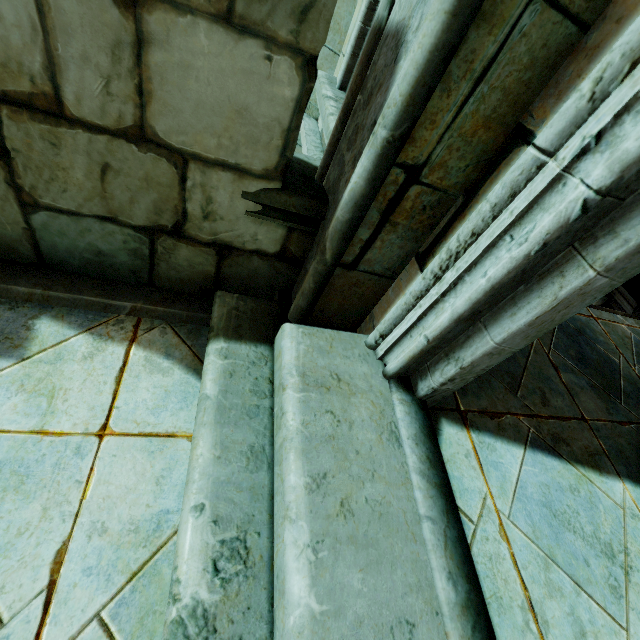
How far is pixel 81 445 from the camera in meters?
1.2 m

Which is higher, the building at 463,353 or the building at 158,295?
the building at 463,353

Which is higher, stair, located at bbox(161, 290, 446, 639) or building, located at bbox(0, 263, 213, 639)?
stair, located at bbox(161, 290, 446, 639)

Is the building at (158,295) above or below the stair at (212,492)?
below

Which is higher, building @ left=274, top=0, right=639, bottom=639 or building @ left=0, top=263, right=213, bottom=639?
building @ left=274, top=0, right=639, bottom=639
